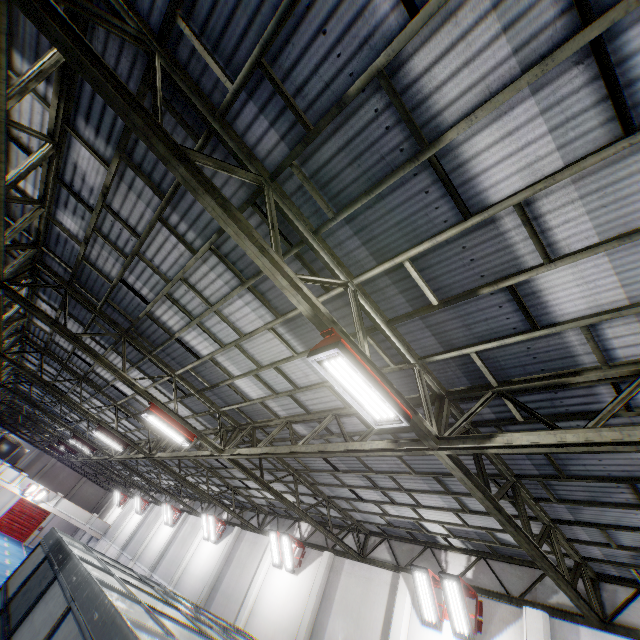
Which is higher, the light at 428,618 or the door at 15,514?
the light at 428,618

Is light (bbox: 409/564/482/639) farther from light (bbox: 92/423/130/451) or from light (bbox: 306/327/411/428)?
light (bbox: 92/423/130/451)

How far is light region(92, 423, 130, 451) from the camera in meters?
14.3

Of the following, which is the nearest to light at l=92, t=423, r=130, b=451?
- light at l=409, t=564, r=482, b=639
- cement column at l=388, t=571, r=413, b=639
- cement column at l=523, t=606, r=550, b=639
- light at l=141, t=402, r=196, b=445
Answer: light at l=141, t=402, r=196, b=445

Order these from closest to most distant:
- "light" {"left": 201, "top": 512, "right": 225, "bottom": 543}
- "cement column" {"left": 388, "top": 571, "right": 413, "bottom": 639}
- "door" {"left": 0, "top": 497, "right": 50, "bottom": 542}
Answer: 1. "cement column" {"left": 388, "top": 571, "right": 413, "bottom": 639}
2. "light" {"left": 201, "top": 512, "right": 225, "bottom": 543}
3. "door" {"left": 0, "top": 497, "right": 50, "bottom": 542}

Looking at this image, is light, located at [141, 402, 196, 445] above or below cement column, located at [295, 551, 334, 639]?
above

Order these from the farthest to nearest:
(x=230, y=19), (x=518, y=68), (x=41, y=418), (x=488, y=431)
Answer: (x=41, y=418) < (x=488, y=431) < (x=230, y=19) < (x=518, y=68)

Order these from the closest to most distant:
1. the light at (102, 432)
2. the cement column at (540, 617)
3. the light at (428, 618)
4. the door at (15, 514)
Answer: the cement column at (540, 617) → the light at (428, 618) → the light at (102, 432) → the door at (15, 514)
